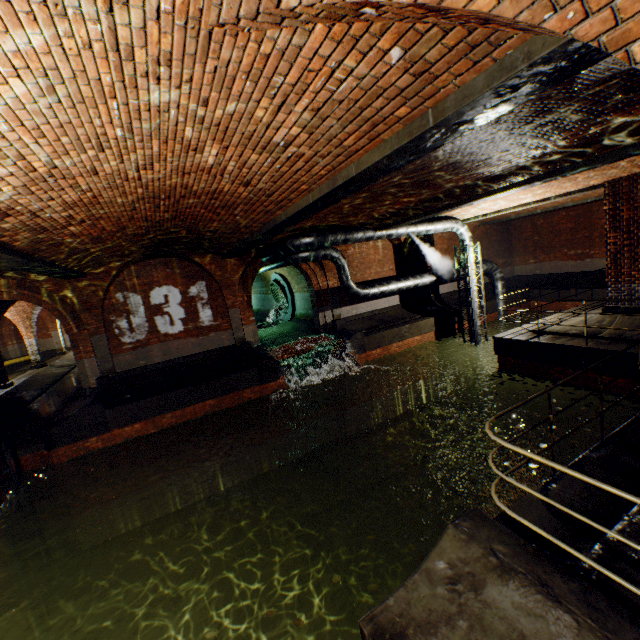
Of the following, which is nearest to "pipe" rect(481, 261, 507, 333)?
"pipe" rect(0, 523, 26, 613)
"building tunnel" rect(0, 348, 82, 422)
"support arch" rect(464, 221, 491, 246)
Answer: "support arch" rect(464, 221, 491, 246)

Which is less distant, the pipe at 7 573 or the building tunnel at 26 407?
the pipe at 7 573

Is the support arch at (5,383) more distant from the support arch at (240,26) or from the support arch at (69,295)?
the support arch at (240,26)

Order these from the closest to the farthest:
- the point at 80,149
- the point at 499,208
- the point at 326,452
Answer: the point at 80,149 < the point at 499,208 < the point at 326,452

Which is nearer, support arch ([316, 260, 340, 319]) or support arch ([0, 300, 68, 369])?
support arch ([316, 260, 340, 319])

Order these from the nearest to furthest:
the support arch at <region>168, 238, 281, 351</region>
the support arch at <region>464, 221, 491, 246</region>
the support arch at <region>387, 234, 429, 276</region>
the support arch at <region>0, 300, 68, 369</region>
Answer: the support arch at <region>168, 238, 281, 351</region> → the support arch at <region>387, 234, 429, 276</region> → the support arch at <region>0, 300, 68, 369</region> → the support arch at <region>464, 221, 491, 246</region>

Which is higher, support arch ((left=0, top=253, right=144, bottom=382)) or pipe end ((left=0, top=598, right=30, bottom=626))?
support arch ((left=0, top=253, right=144, bottom=382))

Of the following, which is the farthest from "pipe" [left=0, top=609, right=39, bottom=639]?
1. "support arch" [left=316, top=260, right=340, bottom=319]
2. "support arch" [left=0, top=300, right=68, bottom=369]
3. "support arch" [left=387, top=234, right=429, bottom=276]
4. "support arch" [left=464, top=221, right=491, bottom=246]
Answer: "support arch" [left=464, top=221, right=491, bottom=246]
